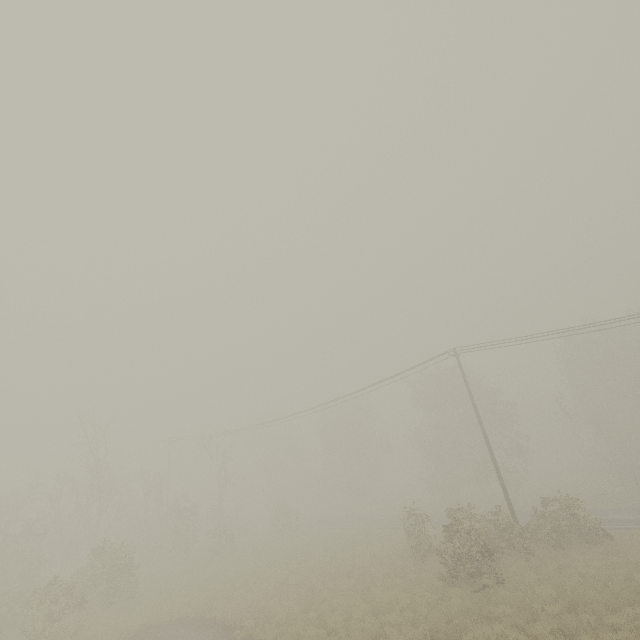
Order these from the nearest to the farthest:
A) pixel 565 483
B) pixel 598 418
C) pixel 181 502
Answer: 1. pixel 181 502
2. pixel 598 418
3. pixel 565 483

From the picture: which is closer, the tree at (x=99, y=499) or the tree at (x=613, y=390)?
the tree at (x=99, y=499)

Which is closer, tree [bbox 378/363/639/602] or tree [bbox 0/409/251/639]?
tree [bbox 378/363/639/602]

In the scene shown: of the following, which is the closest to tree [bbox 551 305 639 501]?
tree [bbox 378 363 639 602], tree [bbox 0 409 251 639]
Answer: tree [bbox 378 363 639 602]

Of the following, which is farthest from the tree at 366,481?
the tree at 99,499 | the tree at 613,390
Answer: the tree at 99,499

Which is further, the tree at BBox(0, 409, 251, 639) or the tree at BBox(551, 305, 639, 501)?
the tree at BBox(551, 305, 639, 501)

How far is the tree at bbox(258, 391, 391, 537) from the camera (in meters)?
36.58
